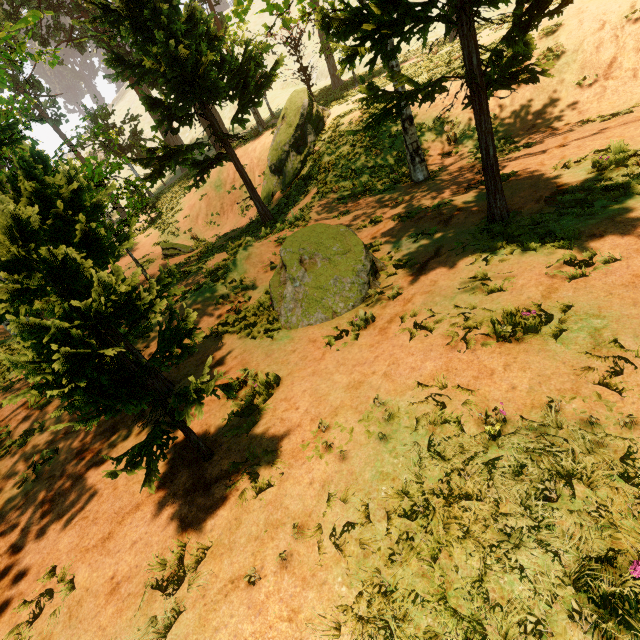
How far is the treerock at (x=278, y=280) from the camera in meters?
6.7 m

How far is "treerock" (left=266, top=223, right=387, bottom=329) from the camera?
6.7 meters

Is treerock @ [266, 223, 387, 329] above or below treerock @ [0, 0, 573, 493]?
below

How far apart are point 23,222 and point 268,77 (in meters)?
16.46

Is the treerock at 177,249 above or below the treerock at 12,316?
below

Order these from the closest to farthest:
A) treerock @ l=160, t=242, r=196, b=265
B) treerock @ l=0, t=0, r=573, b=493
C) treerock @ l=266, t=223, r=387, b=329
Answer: treerock @ l=0, t=0, r=573, b=493, treerock @ l=266, t=223, r=387, b=329, treerock @ l=160, t=242, r=196, b=265

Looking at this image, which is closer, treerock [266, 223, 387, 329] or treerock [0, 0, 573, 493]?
treerock [0, 0, 573, 493]
